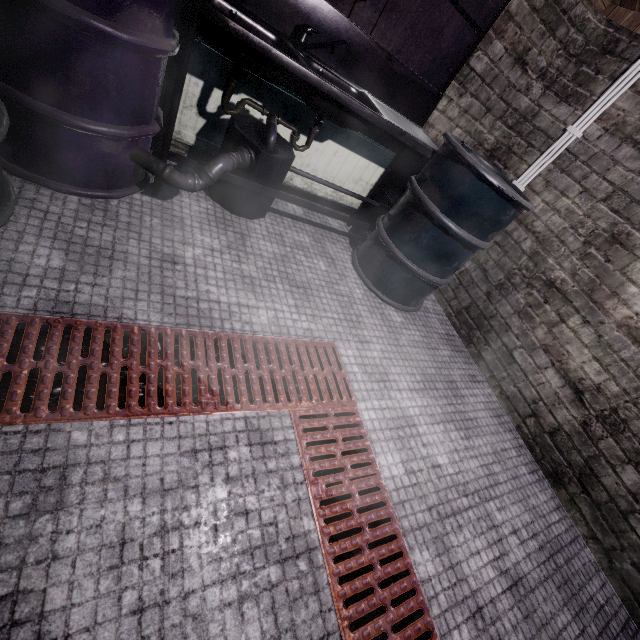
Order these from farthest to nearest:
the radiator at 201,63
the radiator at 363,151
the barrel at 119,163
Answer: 1. the radiator at 363,151
2. the radiator at 201,63
3. the barrel at 119,163

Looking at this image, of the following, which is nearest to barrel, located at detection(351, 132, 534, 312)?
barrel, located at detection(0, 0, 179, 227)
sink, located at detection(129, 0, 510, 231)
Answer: sink, located at detection(129, 0, 510, 231)

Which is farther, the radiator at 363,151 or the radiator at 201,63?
the radiator at 363,151

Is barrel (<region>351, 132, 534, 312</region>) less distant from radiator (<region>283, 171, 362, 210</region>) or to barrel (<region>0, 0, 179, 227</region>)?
radiator (<region>283, 171, 362, 210</region>)

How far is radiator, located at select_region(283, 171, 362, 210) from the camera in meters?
2.5

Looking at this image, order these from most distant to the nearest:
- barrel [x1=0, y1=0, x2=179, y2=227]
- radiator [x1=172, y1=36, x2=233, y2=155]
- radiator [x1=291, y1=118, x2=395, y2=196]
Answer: radiator [x1=291, y1=118, x2=395, y2=196], radiator [x1=172, y1=36, x2=233, y2=155], barrel [x1=0, y1=0, x2=179, y2=227]

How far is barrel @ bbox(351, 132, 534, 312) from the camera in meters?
1.9

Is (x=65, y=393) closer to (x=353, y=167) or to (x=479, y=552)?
(x=479, y=552)
